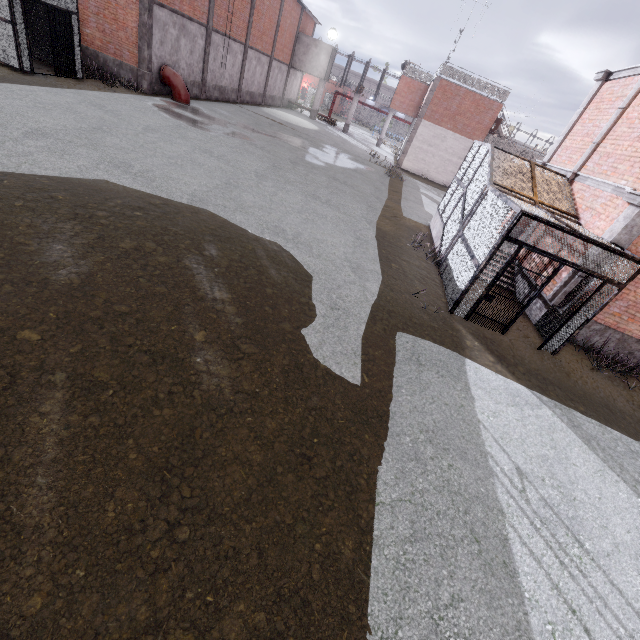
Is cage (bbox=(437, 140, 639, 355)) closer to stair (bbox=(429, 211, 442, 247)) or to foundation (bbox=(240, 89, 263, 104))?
stair (bbox=(429, 211, 442, 247))

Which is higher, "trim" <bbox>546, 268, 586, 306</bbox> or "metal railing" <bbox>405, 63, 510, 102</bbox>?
"metal railing" <bbox>405, 63, 510, 102</bbox>

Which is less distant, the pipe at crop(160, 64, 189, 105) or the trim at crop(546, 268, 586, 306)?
the trim at crop(546, 268, 586, 306)

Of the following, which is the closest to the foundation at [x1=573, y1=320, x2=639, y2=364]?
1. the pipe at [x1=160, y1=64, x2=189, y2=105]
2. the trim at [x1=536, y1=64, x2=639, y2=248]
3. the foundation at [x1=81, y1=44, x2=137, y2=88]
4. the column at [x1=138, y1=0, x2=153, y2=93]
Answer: the trim at [x1=536, y1=64, x2=639, y2=248]

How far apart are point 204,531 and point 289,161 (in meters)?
16.71

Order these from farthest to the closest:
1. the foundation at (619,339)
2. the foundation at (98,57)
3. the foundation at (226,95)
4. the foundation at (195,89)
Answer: the foundation at (226,95), the foundation at (195,89), the foundation at (98,57), the foundation at (619,339)

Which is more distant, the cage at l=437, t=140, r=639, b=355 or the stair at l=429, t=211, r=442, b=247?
the stair at l=429, t=211, r=442, b=247

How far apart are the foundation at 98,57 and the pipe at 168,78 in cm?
113
